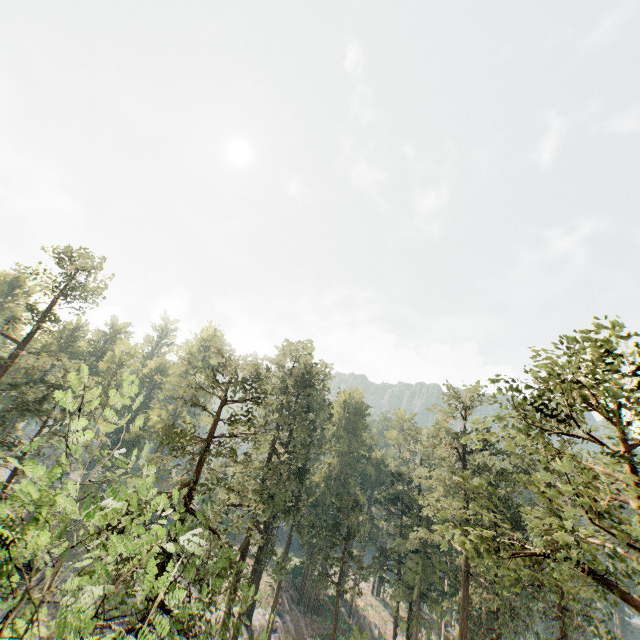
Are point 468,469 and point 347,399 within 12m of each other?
no

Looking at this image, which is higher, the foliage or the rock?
the foliage

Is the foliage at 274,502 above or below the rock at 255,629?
above

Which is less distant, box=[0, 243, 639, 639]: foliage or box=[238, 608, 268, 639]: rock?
box=[0, 243, 639, 639]: foliage

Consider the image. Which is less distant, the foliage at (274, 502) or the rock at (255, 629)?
the foliage at (274, 502)
